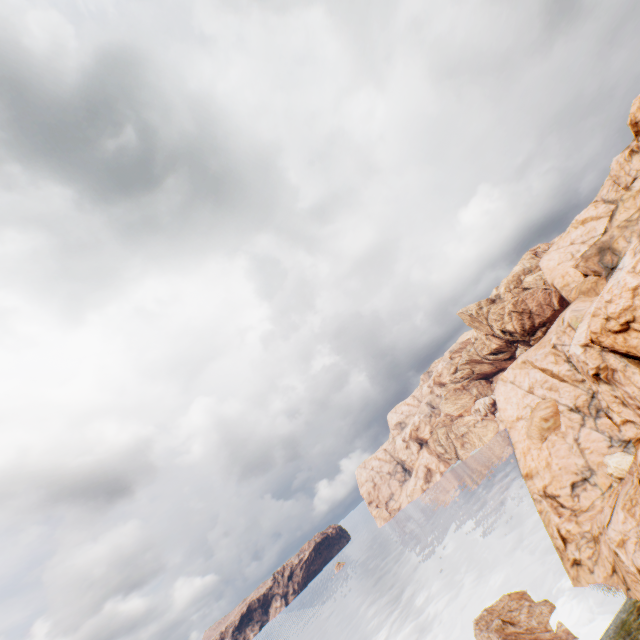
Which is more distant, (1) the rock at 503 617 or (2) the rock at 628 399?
(1) the rock at 503 617

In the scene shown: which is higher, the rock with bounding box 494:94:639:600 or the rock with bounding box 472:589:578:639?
the rock with bounding box 494:94:639:600

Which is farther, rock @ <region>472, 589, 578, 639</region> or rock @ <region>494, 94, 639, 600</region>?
rock @ <region>472, 589, 578, 639</region>

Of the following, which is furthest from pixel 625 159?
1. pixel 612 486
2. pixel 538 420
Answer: pixel 612 486

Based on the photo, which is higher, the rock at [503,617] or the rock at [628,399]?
the rock at [628,399]
